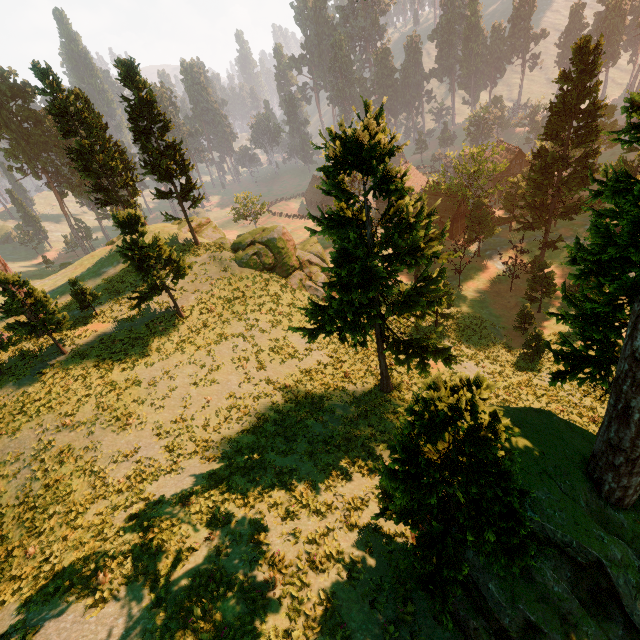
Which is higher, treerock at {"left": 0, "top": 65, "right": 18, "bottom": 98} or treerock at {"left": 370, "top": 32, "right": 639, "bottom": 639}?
treerock at {"left": 0, "top": 65, "right": 18, "bottom": 98}

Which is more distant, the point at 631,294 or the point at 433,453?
the point at 631,294

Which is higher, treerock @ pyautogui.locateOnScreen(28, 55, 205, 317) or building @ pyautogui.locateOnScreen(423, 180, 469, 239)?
treerock @ pyautogui.locateOnScreen(28, 55, 205, 317)

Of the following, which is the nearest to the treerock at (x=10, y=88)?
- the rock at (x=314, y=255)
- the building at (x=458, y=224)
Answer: the building at (x=458, y=224)

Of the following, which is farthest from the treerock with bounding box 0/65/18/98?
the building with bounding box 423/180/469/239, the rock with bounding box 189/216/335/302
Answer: the rock with bounding box 189/216/335/302

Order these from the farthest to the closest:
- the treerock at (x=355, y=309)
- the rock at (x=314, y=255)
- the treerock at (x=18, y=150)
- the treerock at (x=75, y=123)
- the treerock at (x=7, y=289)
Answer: the treerock at (x=18, y=150), the rock at (x=314, y=255), the treerock at (x=75, y=123), the treerock at (x=7, y=289), the treerock at (x=355, y=309)

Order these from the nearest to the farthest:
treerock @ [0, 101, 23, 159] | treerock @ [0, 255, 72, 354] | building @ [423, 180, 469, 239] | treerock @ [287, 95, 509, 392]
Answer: treerock @ [287, 95, 509, 392] → treerock @ [0, 255, 72, 354] → building @ [423, 180, 469, 239] → treerock @ [0, 101, 23, 159]
